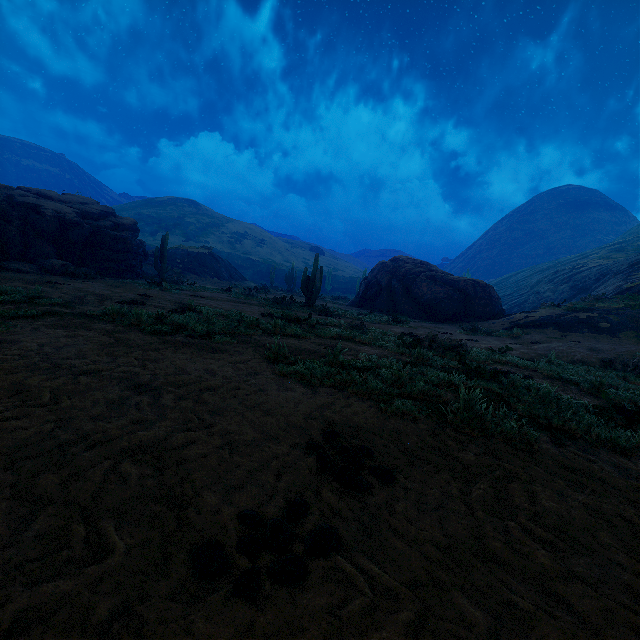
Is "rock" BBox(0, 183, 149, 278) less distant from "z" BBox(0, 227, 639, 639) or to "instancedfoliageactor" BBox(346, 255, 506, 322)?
"instancedfoliageactor" BBox(346, 255, 506, 322)

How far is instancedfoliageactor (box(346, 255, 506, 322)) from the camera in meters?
21.2 m

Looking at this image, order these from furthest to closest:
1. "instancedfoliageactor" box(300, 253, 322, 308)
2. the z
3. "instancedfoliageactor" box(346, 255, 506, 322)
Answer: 1. "instancedfoliageactor" box(346, 255, 506, 322)
2. "instancedfoliageactor" box(300, 253, 322, 308)
3. the z

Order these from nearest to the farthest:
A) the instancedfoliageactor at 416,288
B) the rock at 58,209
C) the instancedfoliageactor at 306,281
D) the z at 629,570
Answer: the z at 629,570 → the rock at 58,209 → the instancedfoliageactor at 306,281 → the instancedfoliageactor at 416,288

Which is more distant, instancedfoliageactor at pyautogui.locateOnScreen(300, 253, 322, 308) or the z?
instancedfoliageactor at pyautogui.locateOnScreen(300, 253, 322, 308)

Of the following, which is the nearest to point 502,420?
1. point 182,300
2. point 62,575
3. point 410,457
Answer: point 410,457

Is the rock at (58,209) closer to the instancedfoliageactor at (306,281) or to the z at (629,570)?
the instancedfoliageactor at (306,281)

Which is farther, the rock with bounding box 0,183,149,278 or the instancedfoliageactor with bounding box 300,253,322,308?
the instancedfoliageactor with bounding box 300,253,322,308
